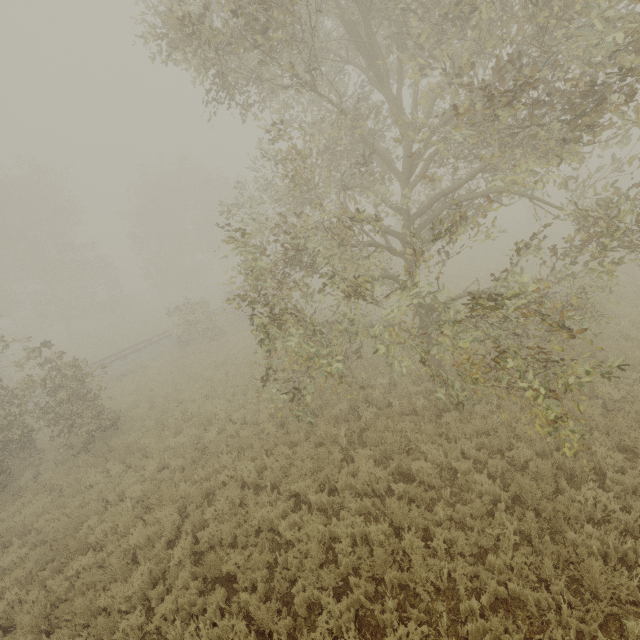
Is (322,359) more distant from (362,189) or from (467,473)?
(362,189)
